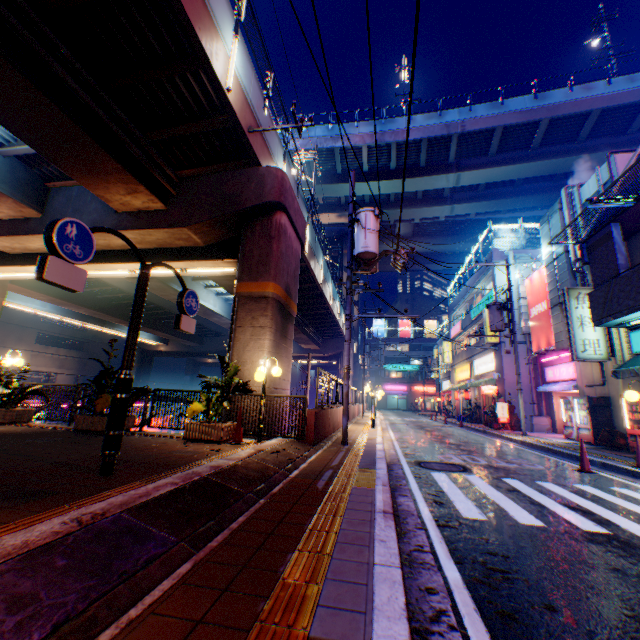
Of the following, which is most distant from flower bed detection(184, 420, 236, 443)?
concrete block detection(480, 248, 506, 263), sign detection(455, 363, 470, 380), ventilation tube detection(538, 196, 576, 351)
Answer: sign detection(455, 363, 470, 380)

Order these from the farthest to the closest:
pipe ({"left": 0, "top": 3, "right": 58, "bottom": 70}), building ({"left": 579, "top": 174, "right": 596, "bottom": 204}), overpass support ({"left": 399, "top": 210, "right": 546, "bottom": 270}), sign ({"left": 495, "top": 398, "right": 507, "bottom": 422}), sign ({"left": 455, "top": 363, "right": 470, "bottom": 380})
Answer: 1. overpass support ({"left": 399, "top": 210, "right": 546, "bottom": 270})
2. sign ({"left": 455, "top": 363, "right": 470, "bottom": 380})
3. sign ({"left": 495, "top": 398, "right": 507, "bottom": 422})
4. building ({"left": 579, "top": 174, "right": 596, "bottom": 204})
5. pipe ({"left": 0, "top": 3, "right": 58, "bottom": 70})

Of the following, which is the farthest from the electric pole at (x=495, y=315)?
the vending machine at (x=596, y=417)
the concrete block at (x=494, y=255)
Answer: the concrete block at (x=494, y=255)

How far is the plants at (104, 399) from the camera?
8.39m

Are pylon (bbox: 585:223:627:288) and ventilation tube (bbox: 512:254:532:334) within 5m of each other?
no

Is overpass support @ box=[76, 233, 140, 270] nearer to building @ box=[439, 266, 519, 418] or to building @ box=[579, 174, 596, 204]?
building @ box=[439, 266, 519, 418]

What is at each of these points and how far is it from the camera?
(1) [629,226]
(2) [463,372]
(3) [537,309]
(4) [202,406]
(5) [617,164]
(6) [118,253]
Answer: (1) balcony, 10.4m
(2) sign, 31.9m
(3) billboard, 20.2m
(4) plants, 8.4m
(5) building, 14.0m
(6) overpass support, 13.4m

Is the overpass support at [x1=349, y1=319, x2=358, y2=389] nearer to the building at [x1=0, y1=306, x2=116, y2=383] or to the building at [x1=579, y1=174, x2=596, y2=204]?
the building at [x1=0, y1=306, x2=116, y2=383]
